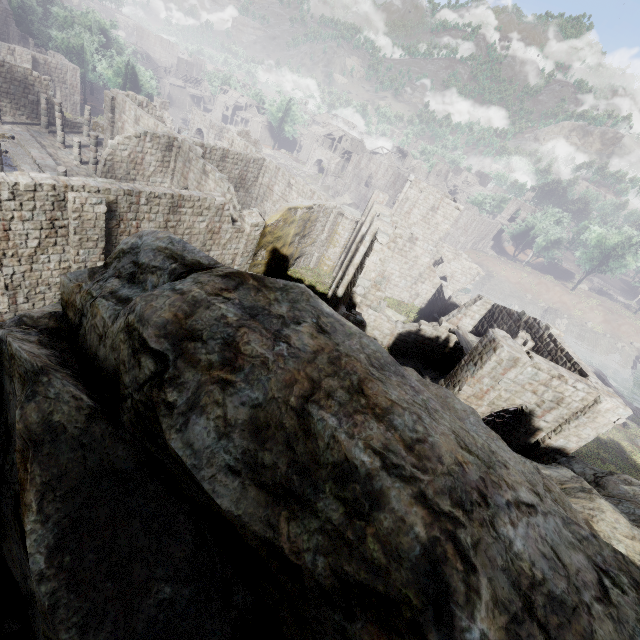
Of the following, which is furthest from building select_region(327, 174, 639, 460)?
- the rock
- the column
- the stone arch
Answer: the stone arch

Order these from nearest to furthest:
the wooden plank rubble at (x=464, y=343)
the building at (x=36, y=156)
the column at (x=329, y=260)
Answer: the building at (x=36, y=156), the wooden plank rubble at (x=464, y=343), the column at (x=329, y=260)

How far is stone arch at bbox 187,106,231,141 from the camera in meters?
48.1 m

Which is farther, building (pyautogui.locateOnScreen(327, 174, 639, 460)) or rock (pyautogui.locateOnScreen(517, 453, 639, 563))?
building (pyautogui.locateOnScreen(327, 174, 639, 460))

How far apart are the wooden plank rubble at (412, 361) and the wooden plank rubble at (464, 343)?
5.0 meters

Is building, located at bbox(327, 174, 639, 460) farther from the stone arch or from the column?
the stone arch

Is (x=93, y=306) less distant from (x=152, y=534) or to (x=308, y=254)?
(x=152, y=534)

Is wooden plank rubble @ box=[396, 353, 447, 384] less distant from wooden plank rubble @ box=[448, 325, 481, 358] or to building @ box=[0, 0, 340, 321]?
building @ box=[0, 0, 340, 321]
